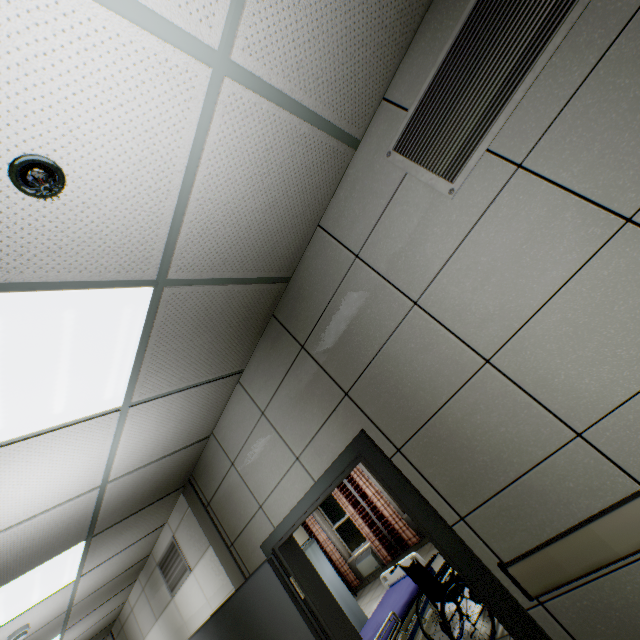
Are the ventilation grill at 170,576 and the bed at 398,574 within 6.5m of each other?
yes

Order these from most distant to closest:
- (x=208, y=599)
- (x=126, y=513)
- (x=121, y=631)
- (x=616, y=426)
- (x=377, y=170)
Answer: (x=121, y=631)
(x=208, y=599)
(x=126, y=513)
(x=377, y=170)
(x=616, y=426)

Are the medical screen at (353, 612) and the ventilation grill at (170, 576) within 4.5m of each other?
yes

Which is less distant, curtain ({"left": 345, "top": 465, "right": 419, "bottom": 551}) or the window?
curtain ({"left": 345, "top": 465, "right": 419, "bottom": 551})

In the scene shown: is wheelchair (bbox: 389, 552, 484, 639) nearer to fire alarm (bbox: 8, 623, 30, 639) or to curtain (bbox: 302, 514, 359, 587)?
fire alarm (bbox: 8, 623, 30, 639)

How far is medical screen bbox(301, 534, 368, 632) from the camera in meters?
5.1 m

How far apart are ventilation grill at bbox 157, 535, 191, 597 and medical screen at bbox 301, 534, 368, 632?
0.8m

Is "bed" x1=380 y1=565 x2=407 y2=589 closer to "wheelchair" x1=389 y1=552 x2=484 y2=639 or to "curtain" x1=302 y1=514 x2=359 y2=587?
"wheelchair" x1=389 y1=552 x2=484 y2=639
